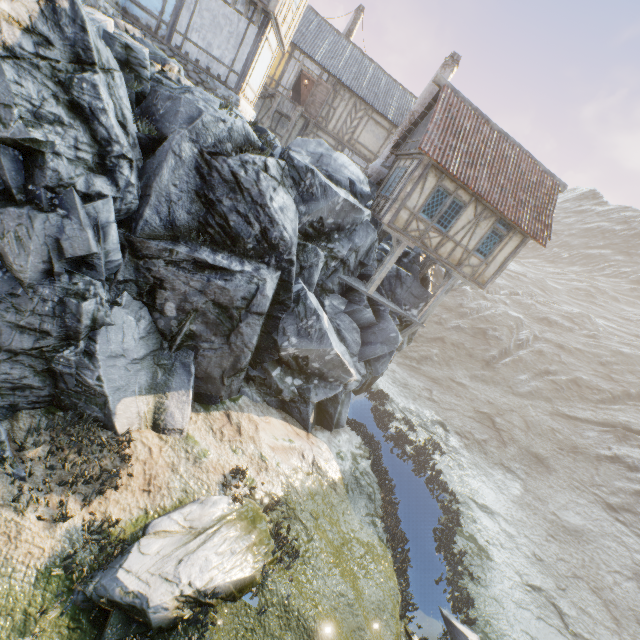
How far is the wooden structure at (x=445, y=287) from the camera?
15.6m

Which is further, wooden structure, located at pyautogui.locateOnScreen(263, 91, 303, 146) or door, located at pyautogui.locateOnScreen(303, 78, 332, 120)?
door, located at pyautogui.locateOnScreen(303, 78, 332, 120)

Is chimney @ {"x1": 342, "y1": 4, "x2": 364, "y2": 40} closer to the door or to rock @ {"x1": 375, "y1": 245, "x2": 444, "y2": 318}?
the door

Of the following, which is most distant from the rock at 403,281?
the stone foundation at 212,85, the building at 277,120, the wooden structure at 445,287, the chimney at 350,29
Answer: the chimney at 350,29

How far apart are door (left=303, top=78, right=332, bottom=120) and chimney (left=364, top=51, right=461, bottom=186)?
7.2 meters

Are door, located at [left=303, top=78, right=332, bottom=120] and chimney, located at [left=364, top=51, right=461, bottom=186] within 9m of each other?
yes

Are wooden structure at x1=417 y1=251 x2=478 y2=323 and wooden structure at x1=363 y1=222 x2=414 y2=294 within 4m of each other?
yes

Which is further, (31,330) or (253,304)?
(253,304)
